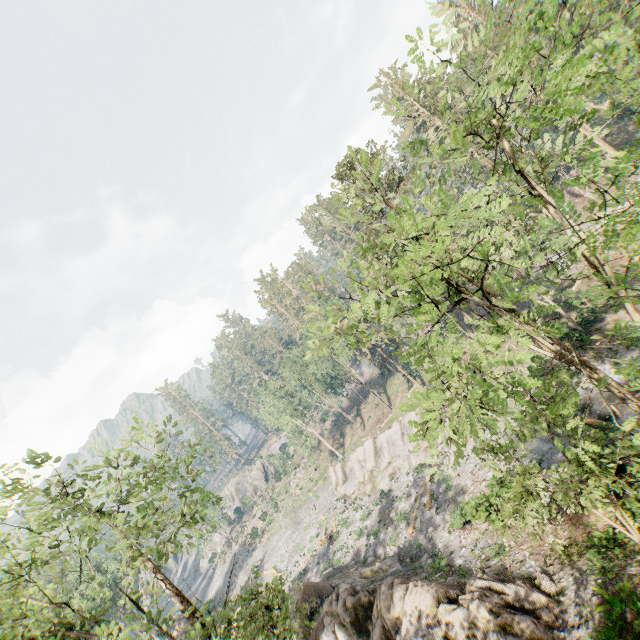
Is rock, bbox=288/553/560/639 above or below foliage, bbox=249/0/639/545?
below

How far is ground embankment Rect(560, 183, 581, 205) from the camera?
44.1 meters

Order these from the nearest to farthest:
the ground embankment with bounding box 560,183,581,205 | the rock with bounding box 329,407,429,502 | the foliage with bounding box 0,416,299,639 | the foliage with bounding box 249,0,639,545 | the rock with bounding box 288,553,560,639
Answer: the foliage with bounding box 249,0,639,545 → the foliage with bounding box 0,416,299,639 → the rock with bounding box 288,553,560,639 → the rock with bounding box 329,407,429,502 → the ground embankment with bounding box 560,183,581,205

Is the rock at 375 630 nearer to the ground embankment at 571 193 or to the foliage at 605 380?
the foliage at 605 380

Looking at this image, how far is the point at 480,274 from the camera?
9.05m

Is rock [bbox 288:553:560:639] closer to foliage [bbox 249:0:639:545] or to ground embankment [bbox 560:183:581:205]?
foliage [bbox 249:0:639:545]
